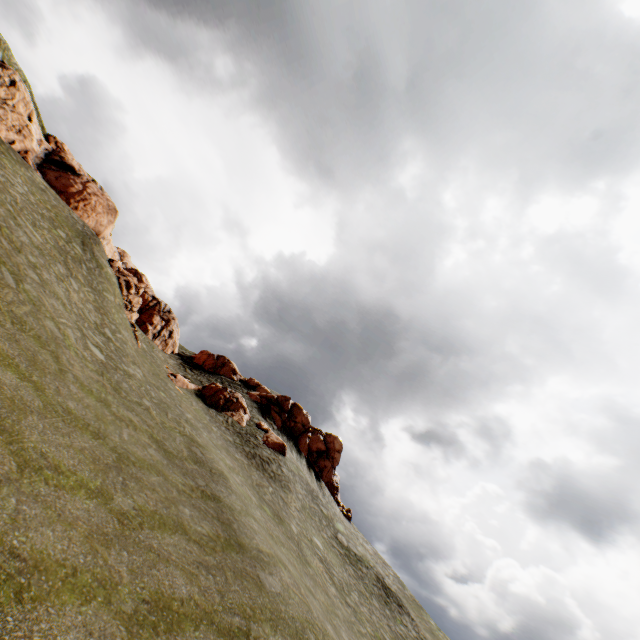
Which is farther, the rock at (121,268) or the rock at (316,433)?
the rock at (316,433)

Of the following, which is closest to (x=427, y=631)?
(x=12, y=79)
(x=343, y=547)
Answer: (x=343, y=547)

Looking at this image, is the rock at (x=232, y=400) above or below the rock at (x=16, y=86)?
below

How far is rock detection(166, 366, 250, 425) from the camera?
33.8 meters

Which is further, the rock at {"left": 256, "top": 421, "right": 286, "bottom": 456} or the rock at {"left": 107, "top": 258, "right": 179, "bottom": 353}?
the rock at {"left": 107, "top": 258, "right": 179, "bottom": 353}
